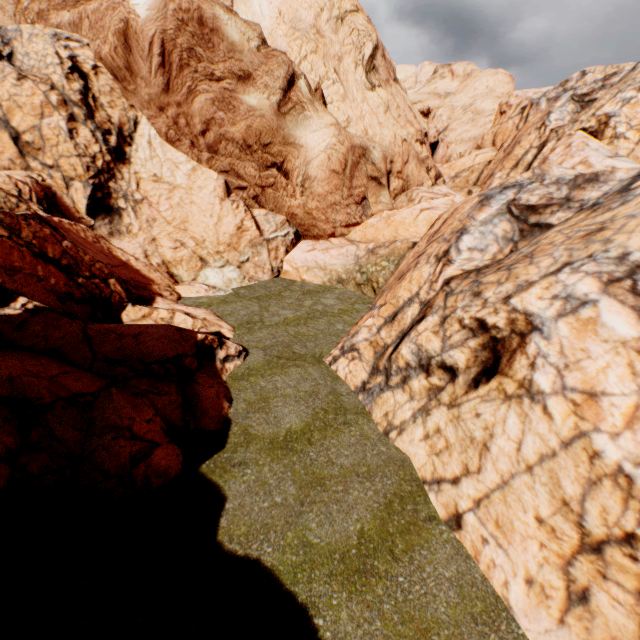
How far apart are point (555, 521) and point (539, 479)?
0.6 meters
